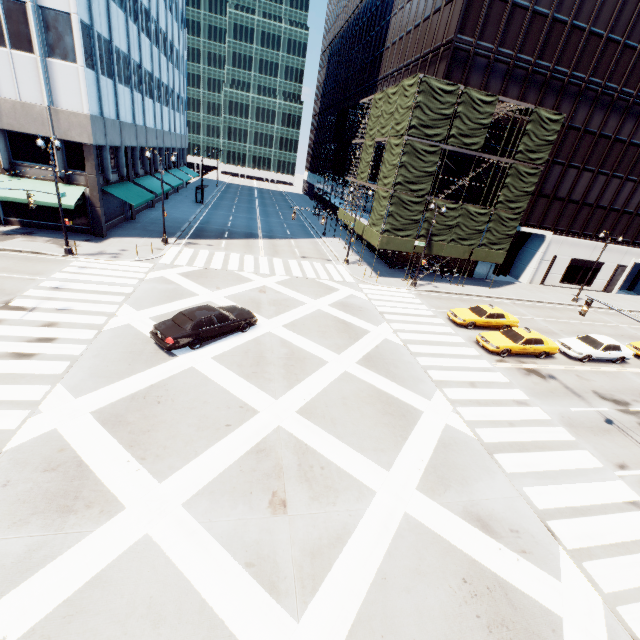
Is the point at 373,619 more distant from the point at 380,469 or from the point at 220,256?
the point at 220,256

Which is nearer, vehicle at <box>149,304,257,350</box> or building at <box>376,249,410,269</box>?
vehicle at <box>149,304,257,350</box>

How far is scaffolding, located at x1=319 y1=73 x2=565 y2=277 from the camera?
25.0 meters

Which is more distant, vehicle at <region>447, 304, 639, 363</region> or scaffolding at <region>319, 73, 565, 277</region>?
scaffolding at <region>319, 73, 565, 277</region>

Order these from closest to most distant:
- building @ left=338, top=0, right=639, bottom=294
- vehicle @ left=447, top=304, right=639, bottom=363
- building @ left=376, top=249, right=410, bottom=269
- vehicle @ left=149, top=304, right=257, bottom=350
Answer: vehicle @ left=149, top=304, right=257, bottom=350
vehicle @ left=447, top=304, right=639, bottom=363
building @ left=338, top=0, right=639, bottom=294
building @ left=376, top=249, right=410, bottom=269

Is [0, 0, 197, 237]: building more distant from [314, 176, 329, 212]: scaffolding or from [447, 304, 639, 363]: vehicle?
[447, 304, 639, 363]: vehicle

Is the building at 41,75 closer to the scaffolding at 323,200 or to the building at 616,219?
the scaffolding at 323,200

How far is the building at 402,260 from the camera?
33.9 meters
